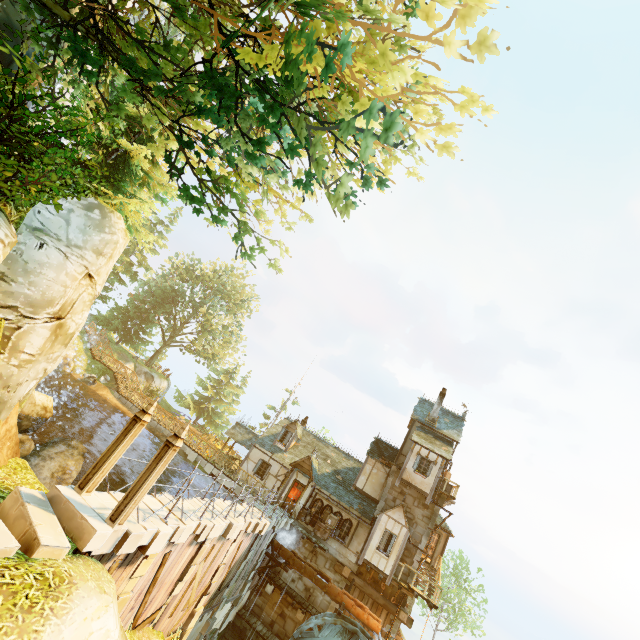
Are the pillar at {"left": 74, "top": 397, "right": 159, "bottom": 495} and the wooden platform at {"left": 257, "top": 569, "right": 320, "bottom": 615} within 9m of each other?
no

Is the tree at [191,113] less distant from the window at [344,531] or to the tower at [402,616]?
the tower at [402,616]

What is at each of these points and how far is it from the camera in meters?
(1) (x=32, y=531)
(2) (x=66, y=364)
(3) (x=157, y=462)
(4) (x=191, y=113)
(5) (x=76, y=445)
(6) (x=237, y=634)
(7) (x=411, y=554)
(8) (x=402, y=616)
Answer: (1) stone, 6.2
(2) rock, 28.9
(3) pillar, 8.1
(4) tree, 7.8
(5) rock, 21.1
(6) stone arch, 20.4
(7) tower, 22.2
(8) tower, 19.8

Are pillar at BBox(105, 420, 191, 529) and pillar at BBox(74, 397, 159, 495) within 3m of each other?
yes

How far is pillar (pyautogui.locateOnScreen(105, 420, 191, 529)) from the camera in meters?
7.6

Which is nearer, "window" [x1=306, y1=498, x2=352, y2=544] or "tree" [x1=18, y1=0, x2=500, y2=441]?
"tree" [x1=18, y1=0, x2=500, y2=441]

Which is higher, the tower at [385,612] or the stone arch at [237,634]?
the tower at [385,612]

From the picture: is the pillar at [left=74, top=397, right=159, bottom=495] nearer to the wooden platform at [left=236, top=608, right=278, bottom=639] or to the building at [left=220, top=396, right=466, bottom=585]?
the building at [left=220, top=396, right=466, bottom=585]
